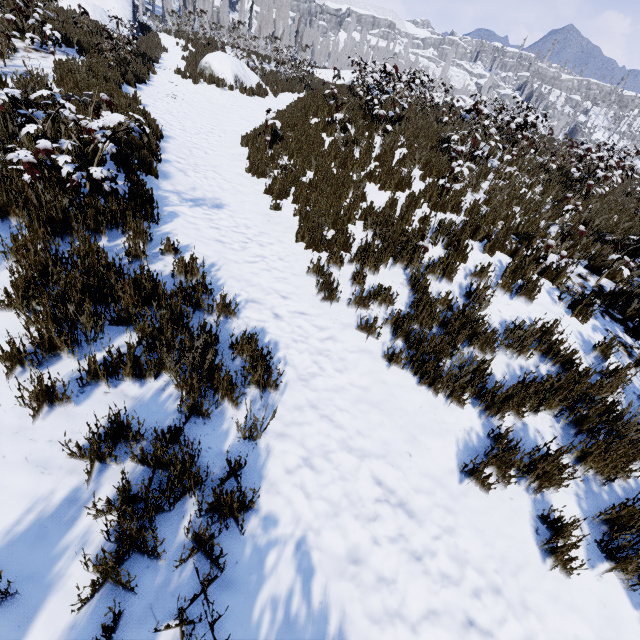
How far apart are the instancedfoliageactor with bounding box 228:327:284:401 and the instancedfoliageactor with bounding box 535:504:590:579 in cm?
258

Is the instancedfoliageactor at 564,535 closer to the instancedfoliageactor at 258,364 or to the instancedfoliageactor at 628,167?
the instancedfoliageactor at 258,364

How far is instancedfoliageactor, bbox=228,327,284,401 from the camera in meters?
3.0 m

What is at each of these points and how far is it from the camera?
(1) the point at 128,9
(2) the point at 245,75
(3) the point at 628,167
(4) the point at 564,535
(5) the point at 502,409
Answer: (1) rock, 19.05m
(2) rock, 16.11m
(3) instancedfoliageactor, 12.05m
(4) instancedfoliageactor, 2.62m
(5) instancedfoliageactor, 3.37m

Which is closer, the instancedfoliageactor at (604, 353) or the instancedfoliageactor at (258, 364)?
the instancedfoliageactor at (258, 364)

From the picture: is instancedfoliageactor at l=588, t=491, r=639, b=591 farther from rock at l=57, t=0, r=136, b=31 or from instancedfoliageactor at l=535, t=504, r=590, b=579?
instancedfoliageactor at l=535, t=504, r=590, b=579

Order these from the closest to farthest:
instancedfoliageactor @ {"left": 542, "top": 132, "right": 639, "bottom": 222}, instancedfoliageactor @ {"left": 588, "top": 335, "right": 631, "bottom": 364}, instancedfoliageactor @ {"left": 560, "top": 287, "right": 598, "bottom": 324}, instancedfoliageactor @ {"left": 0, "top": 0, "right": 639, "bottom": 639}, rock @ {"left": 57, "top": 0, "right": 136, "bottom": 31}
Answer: instancedfoliageactor @ {"left": 0, "top": 0, "right": 639, "bottom": 639} < instancedfoliageactor @ {"left": 588, "top": 335, "right": 631, "bottom": 364} < instancedfoliageactor @ {"left": 560, "top": 287, "right": 598, "bottom": 324} < instancedfoliageactor @ {"left": 542, "top": 132, "right": 639, "bottom": 222} < rock @ {"left": 57, "top": 0, "right": 136, "bottom": 31}

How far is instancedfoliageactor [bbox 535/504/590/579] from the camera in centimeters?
246cm
